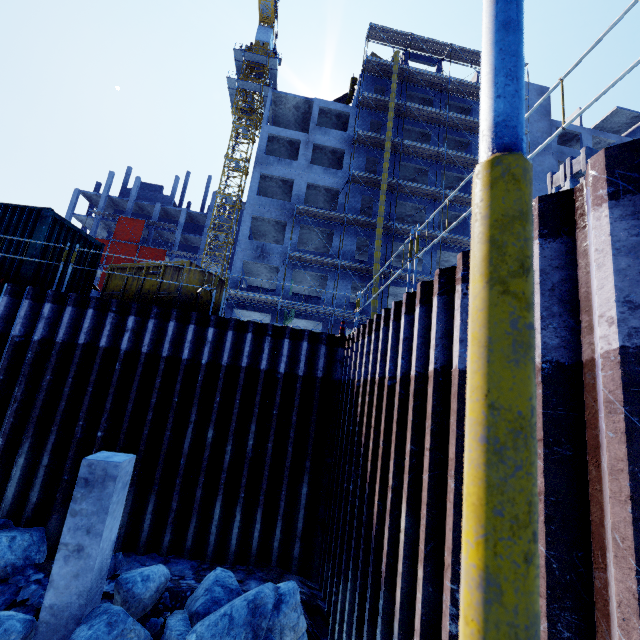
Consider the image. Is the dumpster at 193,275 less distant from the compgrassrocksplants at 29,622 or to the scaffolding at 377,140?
the scaffolding at 377,140

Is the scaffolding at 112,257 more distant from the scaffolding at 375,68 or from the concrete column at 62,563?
the concrete column at 62,563

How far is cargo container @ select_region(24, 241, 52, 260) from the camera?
9.1 meters

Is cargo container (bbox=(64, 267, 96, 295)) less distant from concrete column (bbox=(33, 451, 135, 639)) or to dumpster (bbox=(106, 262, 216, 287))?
dumpster (bbox=(106, 262, 216, 287))

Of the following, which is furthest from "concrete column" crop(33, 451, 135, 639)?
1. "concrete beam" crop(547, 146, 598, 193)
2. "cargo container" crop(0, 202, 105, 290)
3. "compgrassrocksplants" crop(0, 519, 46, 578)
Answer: "concrete beam" crop(547, 146, 598, 193)

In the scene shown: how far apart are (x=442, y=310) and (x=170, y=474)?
7.5 meters

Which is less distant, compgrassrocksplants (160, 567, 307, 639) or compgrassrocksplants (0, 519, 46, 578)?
compgrassrocksplants (160, 567, 307, 639)

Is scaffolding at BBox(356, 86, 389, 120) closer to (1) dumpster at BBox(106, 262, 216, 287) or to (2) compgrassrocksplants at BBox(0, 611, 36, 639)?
(1) dumpster at BBox(106, 262, 216, 287)
